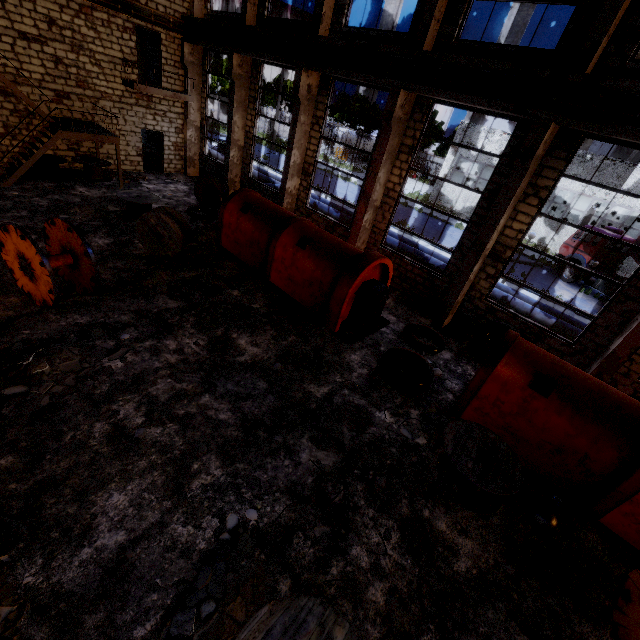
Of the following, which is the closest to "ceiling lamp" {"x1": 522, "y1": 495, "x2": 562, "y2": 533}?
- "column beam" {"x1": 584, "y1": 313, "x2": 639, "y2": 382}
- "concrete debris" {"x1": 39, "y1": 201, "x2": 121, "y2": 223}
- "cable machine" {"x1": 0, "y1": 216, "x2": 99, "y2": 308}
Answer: "column beam" {"x1": 584, "y1": 313, "x2": 639, "y2": 382}

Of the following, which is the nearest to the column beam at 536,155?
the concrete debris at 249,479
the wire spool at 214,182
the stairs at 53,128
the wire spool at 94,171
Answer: the concrete debris at 249,479

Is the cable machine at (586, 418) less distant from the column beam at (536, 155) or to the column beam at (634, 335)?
the column beam at (634, 335)

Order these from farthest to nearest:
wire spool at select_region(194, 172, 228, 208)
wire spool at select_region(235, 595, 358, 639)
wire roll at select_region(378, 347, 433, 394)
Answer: wire spool at select_region(194, 172, 228, 208) < wire roll at select_region(378, 347, 433, 394) < wire spool at select_region(235, 595, 358, 639)

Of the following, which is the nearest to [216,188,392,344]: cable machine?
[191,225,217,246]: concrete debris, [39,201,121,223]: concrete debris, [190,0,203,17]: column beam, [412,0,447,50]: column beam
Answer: [191,225,217,246]: concrete debris

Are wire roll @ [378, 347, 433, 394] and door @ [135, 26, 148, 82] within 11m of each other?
Answer: no

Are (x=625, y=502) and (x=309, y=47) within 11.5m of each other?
no

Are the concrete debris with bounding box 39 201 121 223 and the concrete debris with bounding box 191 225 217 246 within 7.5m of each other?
yes
